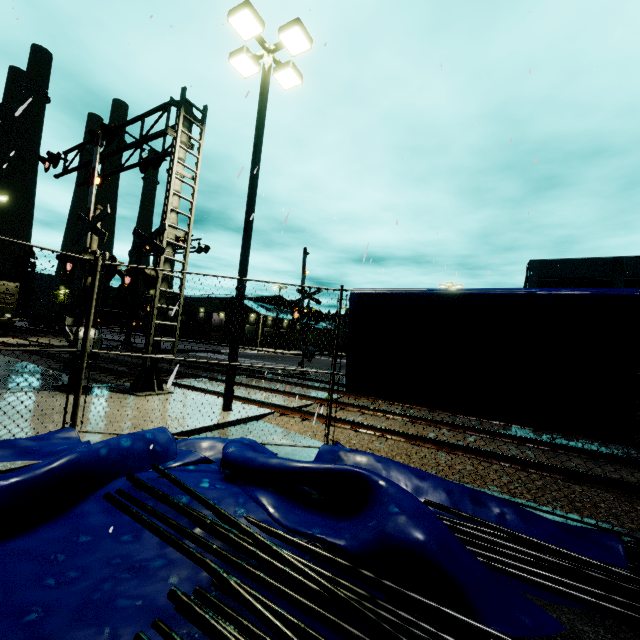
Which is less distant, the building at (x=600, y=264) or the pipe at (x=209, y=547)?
the pipe at (x=209, y=547)

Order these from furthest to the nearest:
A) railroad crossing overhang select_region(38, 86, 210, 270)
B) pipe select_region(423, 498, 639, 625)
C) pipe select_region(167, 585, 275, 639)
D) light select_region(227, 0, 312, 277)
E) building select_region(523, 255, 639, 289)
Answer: building select_region(523, 255, 639, 289), railroad crossing overhang select_region(38, 86, 210, 270), light select_region(227, 0, 312, 277), pipe select_region(423, 498, 639, 625), pipe select_region(167, 585, 275, 639)

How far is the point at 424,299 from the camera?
5.26m

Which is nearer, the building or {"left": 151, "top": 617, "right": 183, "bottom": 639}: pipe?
{"left": 151, "top": 617, "right": 183, "bottom": 639}: pipe

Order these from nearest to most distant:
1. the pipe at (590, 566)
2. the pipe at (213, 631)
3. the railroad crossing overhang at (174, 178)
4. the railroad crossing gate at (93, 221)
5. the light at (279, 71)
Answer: the pipe at (213, 631)
the pipe at (590, 566)
the light at (279, 71)
the railroad crossing gate at (93, 221)
the railroad crossing overhang at (174, 178)

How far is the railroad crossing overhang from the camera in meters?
9.2

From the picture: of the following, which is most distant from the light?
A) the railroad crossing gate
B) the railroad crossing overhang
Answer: the railroad crossing gate

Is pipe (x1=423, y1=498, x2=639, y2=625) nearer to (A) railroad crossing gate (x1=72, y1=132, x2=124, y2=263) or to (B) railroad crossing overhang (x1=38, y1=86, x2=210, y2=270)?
(B) railroad crossing overhang (x1=38, y1=86, x2=210, y2=270)
